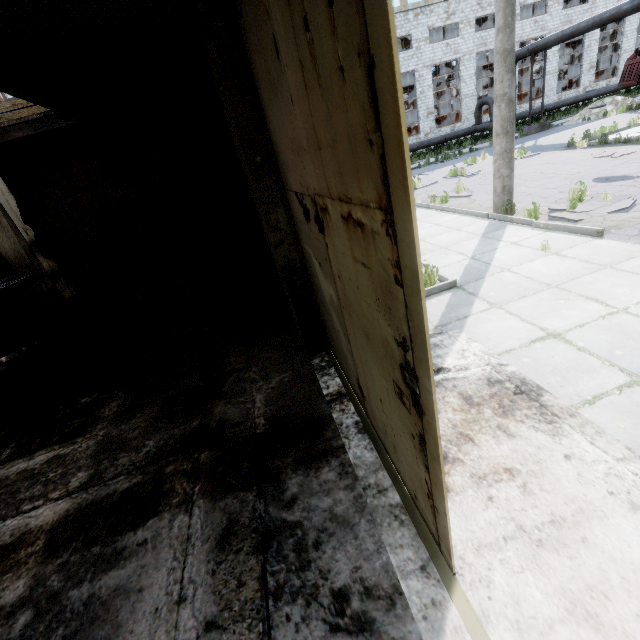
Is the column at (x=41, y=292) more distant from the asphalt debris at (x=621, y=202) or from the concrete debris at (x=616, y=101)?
the concrete debris at (x=616, y=101)

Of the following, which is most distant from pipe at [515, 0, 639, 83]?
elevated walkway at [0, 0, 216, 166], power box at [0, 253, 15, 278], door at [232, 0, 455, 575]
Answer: power box at [0, 253, 15, 278]

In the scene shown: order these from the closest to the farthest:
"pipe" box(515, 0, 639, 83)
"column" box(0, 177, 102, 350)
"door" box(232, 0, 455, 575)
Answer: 1. "door" box(232, 0, 455, 575)
2. "column" box(0, 177, 102, 350)
3. "pipe" box(515, 0, 639, 83)

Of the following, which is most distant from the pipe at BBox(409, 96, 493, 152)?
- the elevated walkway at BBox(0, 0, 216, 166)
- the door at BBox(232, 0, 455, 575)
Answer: the elevated walkway at BBox(0, 0, 216, 166)

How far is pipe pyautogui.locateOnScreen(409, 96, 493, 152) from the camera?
26.58m

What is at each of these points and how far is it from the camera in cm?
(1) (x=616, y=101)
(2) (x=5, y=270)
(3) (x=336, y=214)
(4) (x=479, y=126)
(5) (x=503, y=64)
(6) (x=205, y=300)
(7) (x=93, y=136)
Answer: (1) concrete debris, 2141
(2) power box, 792
(3) door, 171
(4) pipe, 2723
(5) lamp post, 727
(6) concrete debris, 682
(7) elevated walkway, 739

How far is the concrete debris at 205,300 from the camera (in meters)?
6.02

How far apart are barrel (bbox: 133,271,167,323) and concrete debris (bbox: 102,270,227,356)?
0.01m
